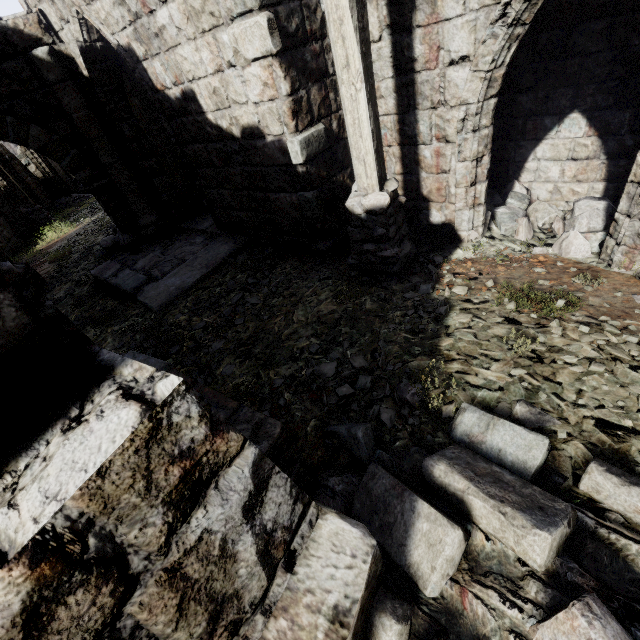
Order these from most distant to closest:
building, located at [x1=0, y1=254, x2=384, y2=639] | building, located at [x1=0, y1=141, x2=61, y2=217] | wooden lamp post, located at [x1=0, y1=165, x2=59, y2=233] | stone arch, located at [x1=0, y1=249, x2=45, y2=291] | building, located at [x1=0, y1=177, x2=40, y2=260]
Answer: building, located at [x1=0, y1=141, x2=61, y2=217] → wooden lamp post, located at [x1=0, y1=165, x2=59, y2=233] → building, located at [x1=0, y1=177, x2=40, y2=260] → stone arch, located at [x1=0, y1=249, x2=45, y2=291] → building, located at [x1=0, y1=254, x2=384, y2=639]

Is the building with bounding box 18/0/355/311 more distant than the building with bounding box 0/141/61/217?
No

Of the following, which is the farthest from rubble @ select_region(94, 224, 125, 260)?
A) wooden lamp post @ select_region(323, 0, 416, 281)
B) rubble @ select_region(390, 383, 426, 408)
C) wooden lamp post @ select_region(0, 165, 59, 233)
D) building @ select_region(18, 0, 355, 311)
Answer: rubble @ select_region(390, 383, 426, 408)

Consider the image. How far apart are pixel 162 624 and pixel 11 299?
1.12m

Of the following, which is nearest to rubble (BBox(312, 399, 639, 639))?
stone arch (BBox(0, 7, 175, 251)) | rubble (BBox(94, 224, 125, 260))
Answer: stone arch (BBox(0, 7, 175, 251))

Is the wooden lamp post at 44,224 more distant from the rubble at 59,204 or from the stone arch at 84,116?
the stone arch at 84,116

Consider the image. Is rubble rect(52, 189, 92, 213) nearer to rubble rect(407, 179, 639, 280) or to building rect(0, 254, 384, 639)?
building rect(0, 254, 384, 639)

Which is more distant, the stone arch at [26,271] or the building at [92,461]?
the stone arch at [26,271]
